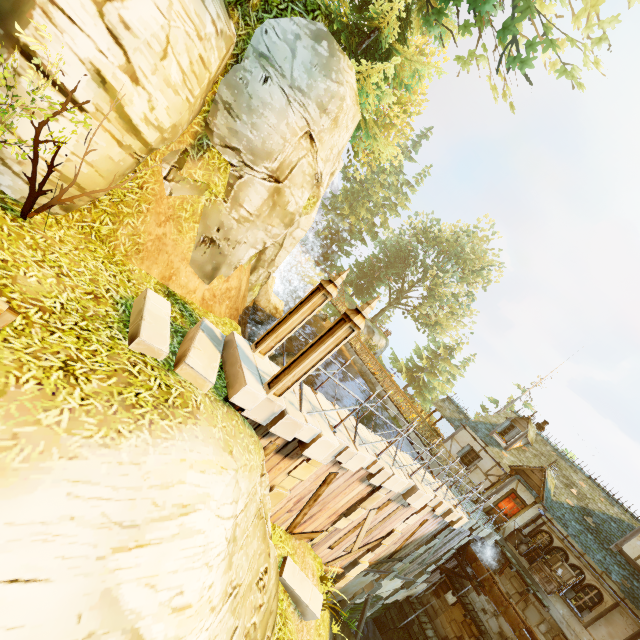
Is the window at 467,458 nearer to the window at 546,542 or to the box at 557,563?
the window at 546,542

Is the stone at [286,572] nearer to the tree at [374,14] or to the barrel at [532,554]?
the tree at [374,14]

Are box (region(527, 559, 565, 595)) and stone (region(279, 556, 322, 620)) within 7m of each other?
no

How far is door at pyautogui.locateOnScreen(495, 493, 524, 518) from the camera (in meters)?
18.20

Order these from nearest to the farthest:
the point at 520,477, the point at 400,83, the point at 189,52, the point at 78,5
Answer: the point at 78,5, the point at 189,52, the point at 400,83, the point at 520,477

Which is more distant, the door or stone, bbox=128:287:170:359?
the door

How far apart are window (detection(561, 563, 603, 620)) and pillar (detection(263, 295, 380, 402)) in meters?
18.9 m

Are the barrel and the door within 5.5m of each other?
yes
